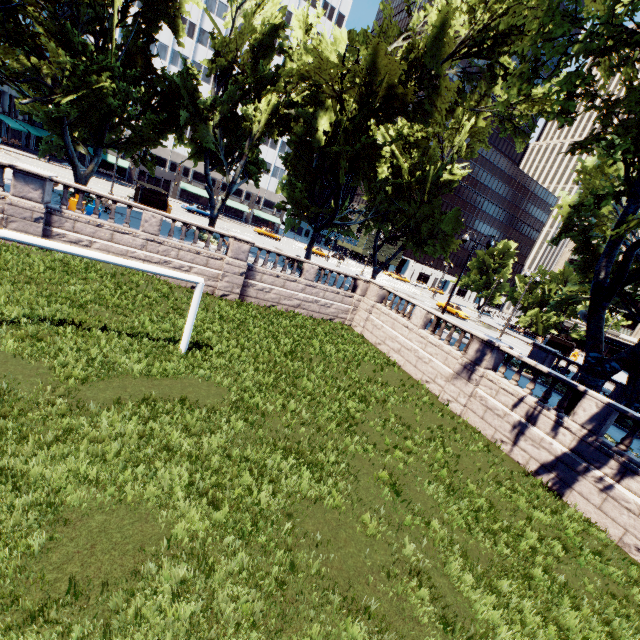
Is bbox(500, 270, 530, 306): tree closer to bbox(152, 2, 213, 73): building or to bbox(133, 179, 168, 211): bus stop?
bbox(152, 2, 213, 73): building

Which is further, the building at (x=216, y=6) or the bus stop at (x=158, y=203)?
the building at (x=216, y=6)

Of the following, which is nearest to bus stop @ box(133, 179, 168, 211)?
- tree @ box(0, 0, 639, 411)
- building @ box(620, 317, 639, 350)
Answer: tree @ box(0, 0, 639, 411)

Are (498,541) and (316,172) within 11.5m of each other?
no

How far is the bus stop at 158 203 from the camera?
32.4m

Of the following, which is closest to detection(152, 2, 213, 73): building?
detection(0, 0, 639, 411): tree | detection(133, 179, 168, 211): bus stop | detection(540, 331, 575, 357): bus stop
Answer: detection(0, 0, 639, 411): tree

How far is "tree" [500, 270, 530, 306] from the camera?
53.25m

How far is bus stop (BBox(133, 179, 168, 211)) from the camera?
32.4 meters
